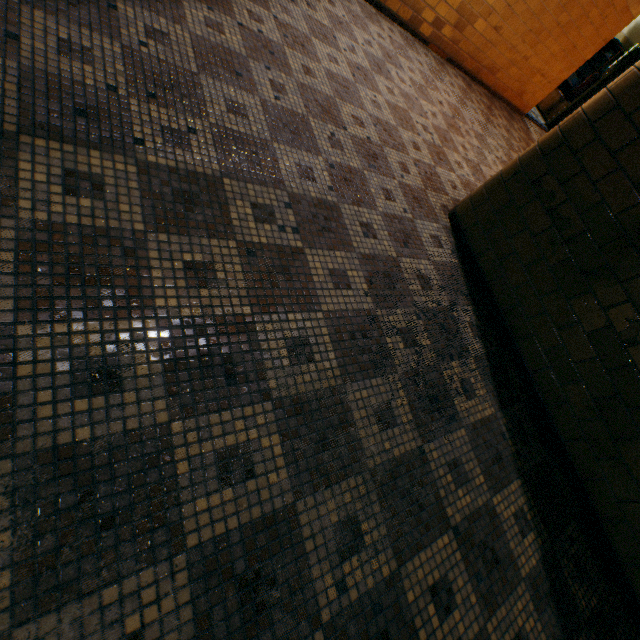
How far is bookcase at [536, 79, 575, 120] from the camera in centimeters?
845cm

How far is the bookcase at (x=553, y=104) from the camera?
8.5 meters

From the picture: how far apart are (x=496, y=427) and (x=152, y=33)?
3.2 meters
